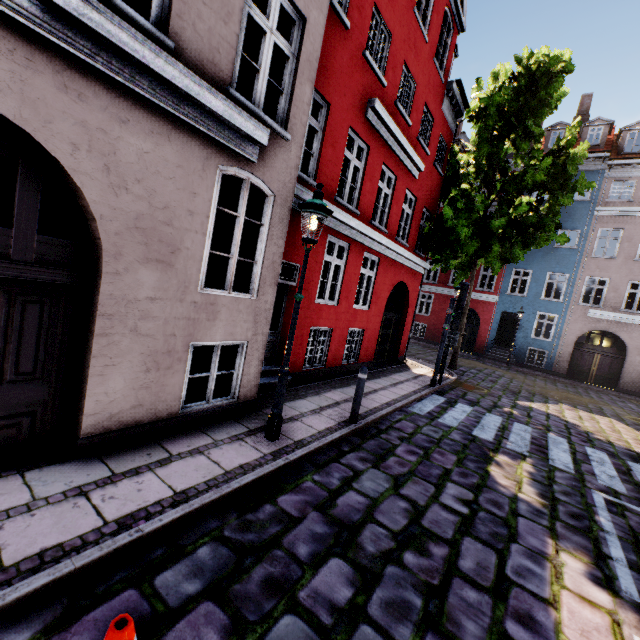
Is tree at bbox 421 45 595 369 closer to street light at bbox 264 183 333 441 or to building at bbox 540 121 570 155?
building at bbox 540 121 570 155

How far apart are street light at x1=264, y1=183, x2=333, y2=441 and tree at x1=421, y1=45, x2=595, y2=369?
10.47m

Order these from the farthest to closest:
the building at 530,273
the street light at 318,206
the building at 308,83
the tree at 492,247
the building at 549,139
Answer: the building at 549,139 < the building at 530,273 < the tree at 492,247 < the street light at 318,206 < the building at 308,83

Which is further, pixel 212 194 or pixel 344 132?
pixel 344 132

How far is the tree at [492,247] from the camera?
11.82m

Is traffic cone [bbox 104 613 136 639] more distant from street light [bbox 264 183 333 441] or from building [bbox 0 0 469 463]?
street light [bbox 264 183 333 441]

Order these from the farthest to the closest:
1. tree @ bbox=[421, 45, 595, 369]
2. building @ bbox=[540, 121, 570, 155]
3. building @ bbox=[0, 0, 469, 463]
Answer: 1. building @ bbox=[540, 121, 570, 155]
2. tree @ bbox=[421, 45, 595, 369]
3. building @ bbox=[0, 0, 469, 463]

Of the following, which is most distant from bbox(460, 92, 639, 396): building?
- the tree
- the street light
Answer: the tree
